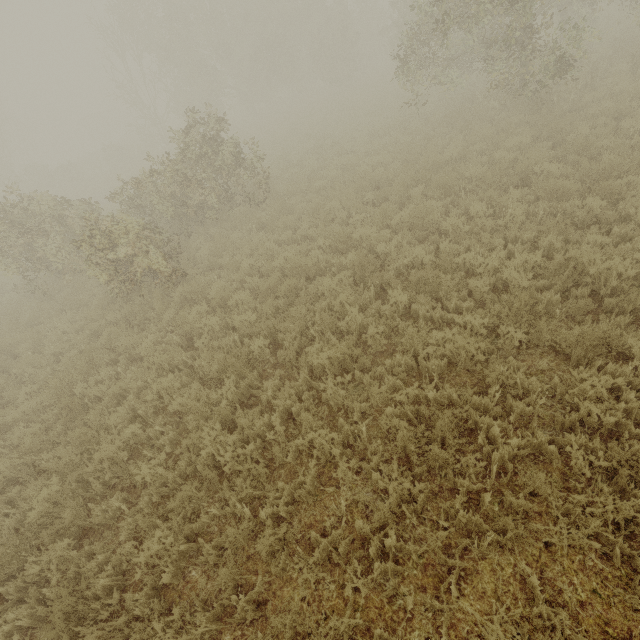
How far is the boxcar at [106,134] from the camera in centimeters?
5738cm

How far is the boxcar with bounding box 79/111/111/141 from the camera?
57.4m

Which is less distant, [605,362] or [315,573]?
[315,573]
